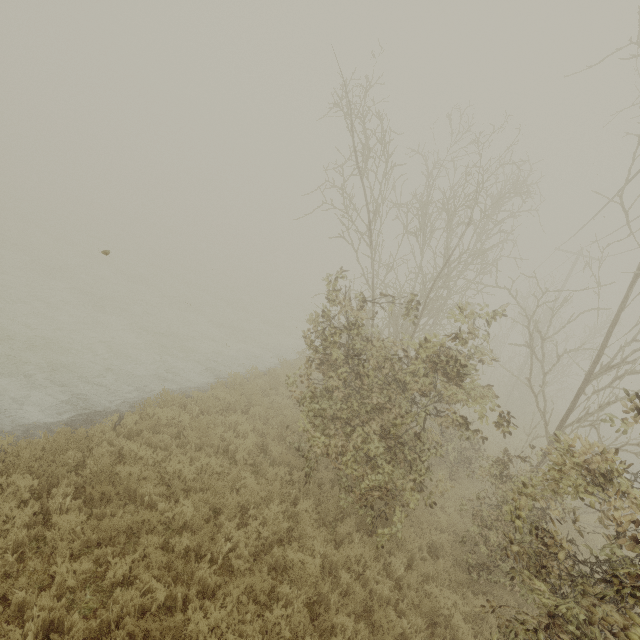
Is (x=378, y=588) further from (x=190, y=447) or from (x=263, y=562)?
(x=190, y=447)
